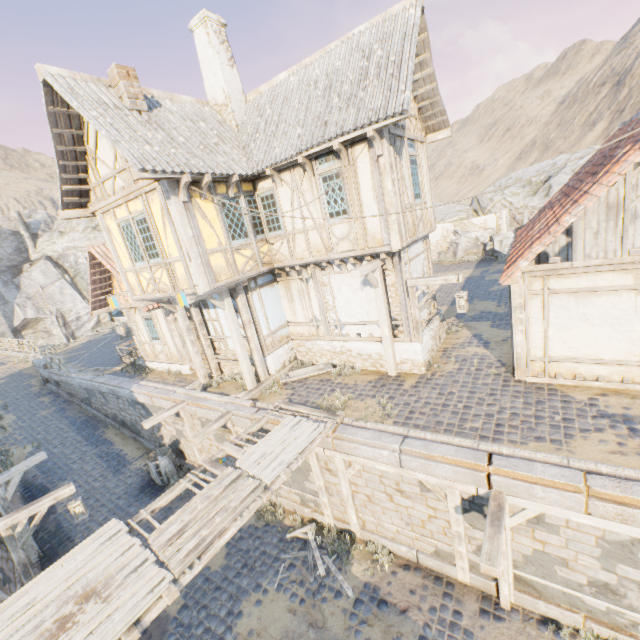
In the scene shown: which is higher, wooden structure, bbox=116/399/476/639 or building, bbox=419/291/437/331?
building, bbox=419/291/437/331

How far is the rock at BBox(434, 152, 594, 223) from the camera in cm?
2278

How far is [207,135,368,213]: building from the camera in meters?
8.7

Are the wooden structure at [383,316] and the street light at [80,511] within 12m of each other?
yes

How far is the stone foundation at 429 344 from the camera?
10.0 meters

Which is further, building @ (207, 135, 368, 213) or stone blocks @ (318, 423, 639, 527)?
building @ (207, 135, 368, 213)

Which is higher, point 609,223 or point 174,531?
point 609,223
